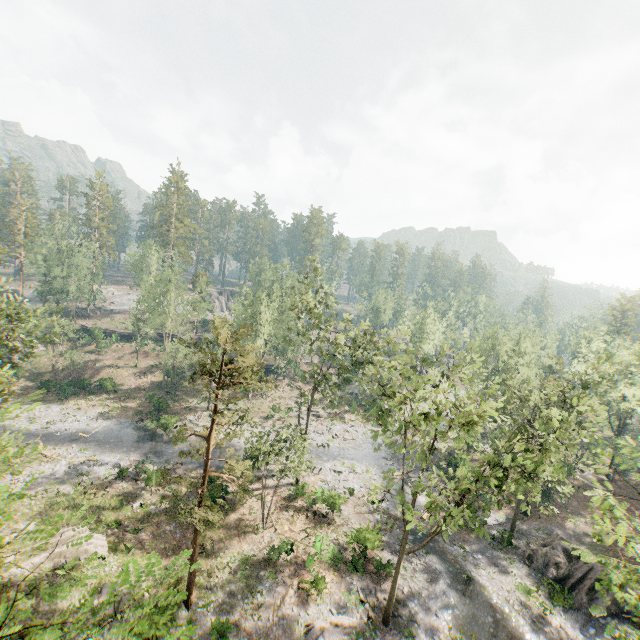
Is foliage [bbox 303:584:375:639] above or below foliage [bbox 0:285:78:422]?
below

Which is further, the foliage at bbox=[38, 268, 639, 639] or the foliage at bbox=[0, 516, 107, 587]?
the foliage at bbox=[38, 268, 639, 639]

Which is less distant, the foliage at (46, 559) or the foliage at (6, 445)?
the foliage at (46, 559)

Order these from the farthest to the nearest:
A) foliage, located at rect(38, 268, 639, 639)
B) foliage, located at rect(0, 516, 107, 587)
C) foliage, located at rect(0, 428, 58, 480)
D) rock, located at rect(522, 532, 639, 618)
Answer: rock, located at rect(522, 532, 639, 618) < foliage, located at rect(38, 268, 639, 639) < foliage, located at rect(0, 428, 58, 480) < foliage, located at rect(0, 516, 107, 587)

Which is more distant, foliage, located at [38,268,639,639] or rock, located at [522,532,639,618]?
rock, located at [522,532,639,618]

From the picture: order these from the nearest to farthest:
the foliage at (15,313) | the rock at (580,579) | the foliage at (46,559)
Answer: the foliage at (46,559), the foliage at (15,313), the rock at (580,579)

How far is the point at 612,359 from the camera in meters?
25.8
